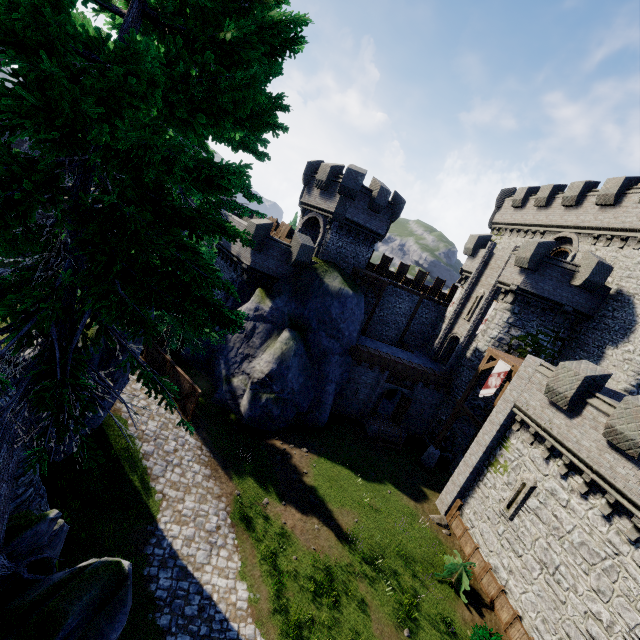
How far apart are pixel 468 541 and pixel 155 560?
15.5 meters

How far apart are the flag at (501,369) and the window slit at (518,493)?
4.89m

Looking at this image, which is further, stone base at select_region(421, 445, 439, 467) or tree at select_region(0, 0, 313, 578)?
stone base at select_region(421, 445, 439, 467)

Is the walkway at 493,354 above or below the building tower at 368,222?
below

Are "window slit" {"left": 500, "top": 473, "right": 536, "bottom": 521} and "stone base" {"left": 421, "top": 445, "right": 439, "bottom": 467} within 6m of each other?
no

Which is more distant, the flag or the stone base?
the stone base

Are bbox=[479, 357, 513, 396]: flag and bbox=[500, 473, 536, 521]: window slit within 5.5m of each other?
yes

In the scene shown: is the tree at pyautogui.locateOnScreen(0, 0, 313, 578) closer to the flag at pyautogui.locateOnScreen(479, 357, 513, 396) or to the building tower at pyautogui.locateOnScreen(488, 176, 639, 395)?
the flag at pyautogui.locateOnScreen(479, 357, 513, 396)
